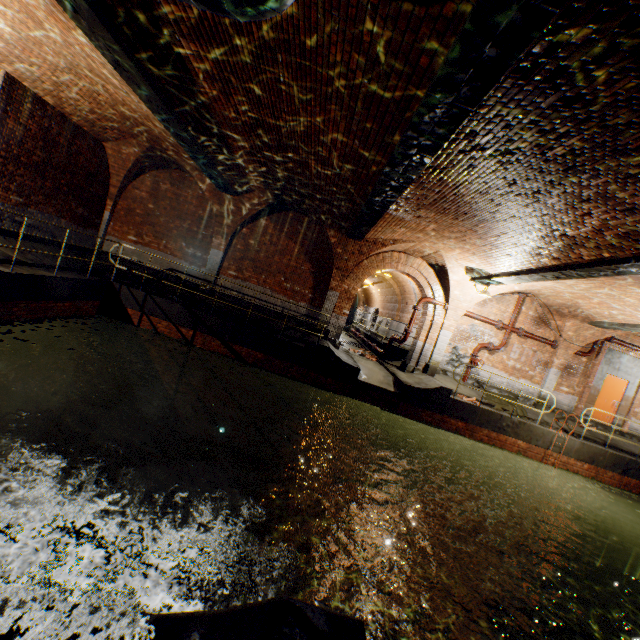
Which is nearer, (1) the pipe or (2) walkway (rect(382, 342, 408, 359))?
(1) the pipe

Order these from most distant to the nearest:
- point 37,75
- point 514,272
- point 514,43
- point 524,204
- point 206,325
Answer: point 206,325, point 514,272, point 37,75, point 524,204, point 514,43

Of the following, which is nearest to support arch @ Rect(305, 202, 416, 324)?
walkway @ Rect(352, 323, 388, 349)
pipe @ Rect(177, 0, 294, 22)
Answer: pipe @ Rect(177, 0, 294, 22)

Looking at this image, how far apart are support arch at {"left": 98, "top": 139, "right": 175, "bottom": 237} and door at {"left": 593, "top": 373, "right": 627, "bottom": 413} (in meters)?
19.87

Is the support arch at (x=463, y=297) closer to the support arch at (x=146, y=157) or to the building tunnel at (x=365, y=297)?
the building tunnel at (x=365, y=297)

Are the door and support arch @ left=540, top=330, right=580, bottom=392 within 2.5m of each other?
yes

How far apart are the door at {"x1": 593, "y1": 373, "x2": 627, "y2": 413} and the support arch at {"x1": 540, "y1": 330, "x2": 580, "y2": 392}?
1.8m

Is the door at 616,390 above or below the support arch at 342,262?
below
